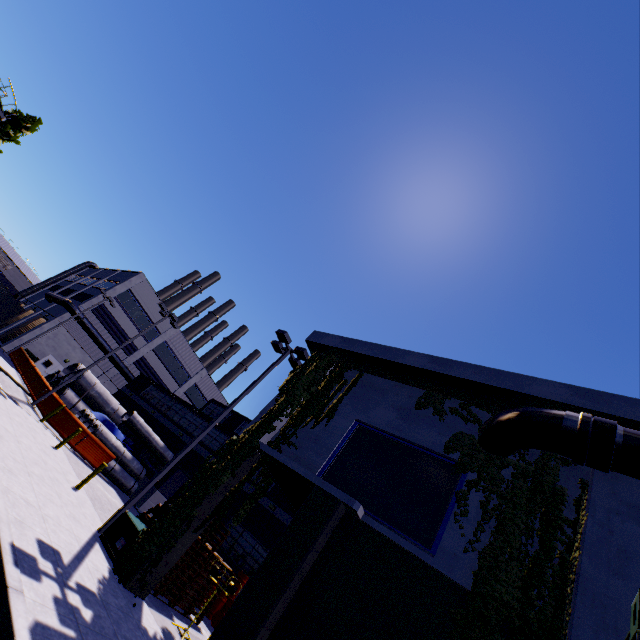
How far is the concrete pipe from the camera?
22.8 meters

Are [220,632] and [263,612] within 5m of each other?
yes

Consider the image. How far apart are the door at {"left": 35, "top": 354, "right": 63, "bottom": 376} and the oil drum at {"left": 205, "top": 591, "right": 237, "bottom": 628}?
30.9m

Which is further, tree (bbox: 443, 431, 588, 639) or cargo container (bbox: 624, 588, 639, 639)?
tree (bbox: 443, 431, 588, 639)

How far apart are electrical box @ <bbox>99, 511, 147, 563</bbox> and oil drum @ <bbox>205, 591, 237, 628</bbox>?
6.30m

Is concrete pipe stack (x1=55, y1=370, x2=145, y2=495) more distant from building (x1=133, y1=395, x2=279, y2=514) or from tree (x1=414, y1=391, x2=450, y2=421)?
tree (x1=414, y1=391, x2=450, y2=421)

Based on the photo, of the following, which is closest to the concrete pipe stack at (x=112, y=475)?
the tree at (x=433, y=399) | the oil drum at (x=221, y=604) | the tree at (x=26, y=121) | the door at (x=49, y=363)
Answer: the tree at (x=433, y=399)

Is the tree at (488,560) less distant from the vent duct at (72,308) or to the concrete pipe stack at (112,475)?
the concrete pipe stack at (112,475)
